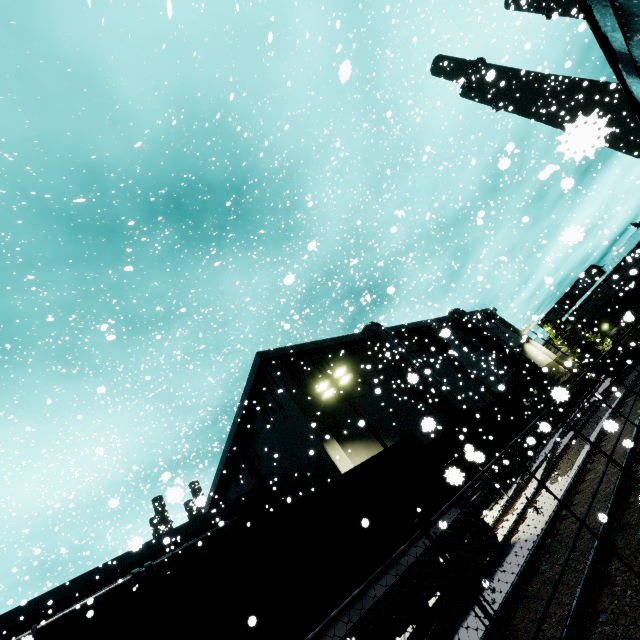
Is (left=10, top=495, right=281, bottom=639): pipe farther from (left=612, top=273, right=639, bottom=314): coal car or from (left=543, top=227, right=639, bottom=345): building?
(left=612, top=273, right=639, bottom=314): coal car

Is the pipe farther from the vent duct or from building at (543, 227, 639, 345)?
the vent duct

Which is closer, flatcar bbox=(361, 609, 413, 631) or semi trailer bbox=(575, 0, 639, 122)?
semi trailer bbox=(575, 0, 639, 122)

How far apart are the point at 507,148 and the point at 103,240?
48.3 meters

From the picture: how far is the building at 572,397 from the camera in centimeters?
1605cm

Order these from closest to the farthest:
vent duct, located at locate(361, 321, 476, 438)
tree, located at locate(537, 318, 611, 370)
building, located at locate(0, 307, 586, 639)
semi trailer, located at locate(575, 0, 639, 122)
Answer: semi trailer, located at locate(575, 0, 639, 122), building, located at locate(0, 307, 586, 639), vent duct, located at locate(361, 321, 476, 438), tree, located at locate(537, 318, 611, 370)

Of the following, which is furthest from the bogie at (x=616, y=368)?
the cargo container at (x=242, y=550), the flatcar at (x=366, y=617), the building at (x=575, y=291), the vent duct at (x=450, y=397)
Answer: the flatcar at (x=366, y=617)

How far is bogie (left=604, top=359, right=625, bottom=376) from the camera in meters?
27.3
